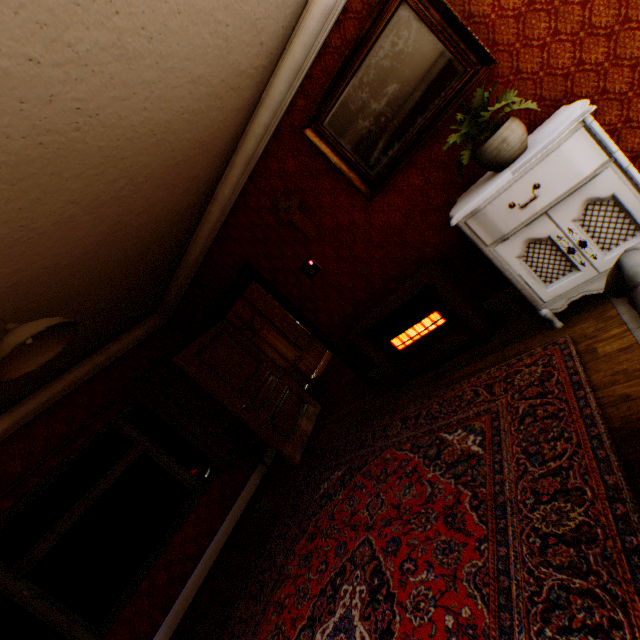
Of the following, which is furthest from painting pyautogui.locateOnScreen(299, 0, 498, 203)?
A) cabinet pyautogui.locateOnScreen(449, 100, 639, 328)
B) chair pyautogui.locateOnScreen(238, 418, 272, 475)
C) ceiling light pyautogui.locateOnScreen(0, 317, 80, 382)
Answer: chair pyautogui.locateOnScreen(238, 418, 272, 475)

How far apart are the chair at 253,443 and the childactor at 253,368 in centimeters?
3cm

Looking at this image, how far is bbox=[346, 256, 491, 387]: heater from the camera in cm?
308

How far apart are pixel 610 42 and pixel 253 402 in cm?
493

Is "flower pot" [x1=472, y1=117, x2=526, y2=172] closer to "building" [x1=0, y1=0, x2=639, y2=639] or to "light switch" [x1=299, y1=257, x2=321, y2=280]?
"building" [x1=0, y1=0, x2=639, y2=639]

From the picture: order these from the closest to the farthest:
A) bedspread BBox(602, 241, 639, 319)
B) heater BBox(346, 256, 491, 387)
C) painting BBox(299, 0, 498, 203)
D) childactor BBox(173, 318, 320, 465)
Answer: bedspread BBox(602, 241, 639, 319)
painting BBox(299, 0, 498, 203)
heater BBox(346, 256, 491, 387)
childactor BBox(173, 318, 320, 465)

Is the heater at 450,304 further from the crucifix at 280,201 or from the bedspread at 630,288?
the bedspread at 630,288

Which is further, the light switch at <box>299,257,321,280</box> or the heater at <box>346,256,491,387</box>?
the light switch at <box>299,257,321,280</box>
